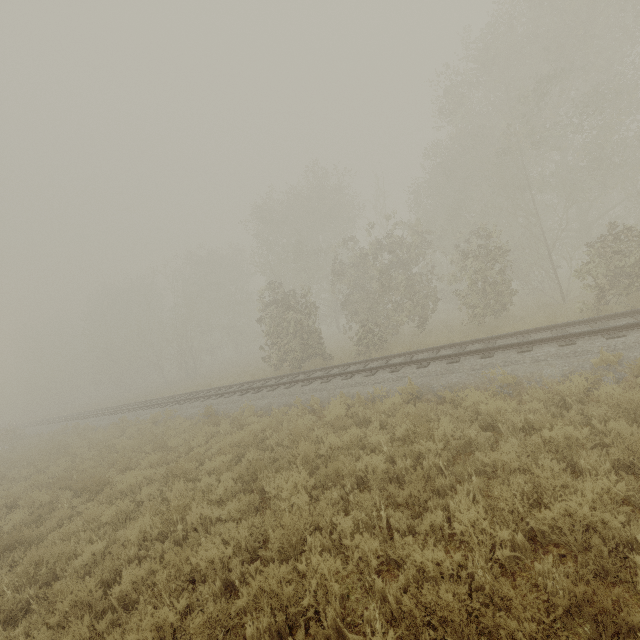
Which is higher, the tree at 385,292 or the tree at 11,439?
the tree at 385,292

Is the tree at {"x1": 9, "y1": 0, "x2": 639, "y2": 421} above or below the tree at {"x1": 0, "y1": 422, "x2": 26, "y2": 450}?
above

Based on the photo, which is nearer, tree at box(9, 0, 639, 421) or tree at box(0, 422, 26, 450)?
tree at box(9, 0, 639, 421)

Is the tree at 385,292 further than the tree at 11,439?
No

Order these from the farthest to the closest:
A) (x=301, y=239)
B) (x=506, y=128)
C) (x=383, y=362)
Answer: (x=301, y=239) < (x=506, y=128) < (x=383, y=362)
